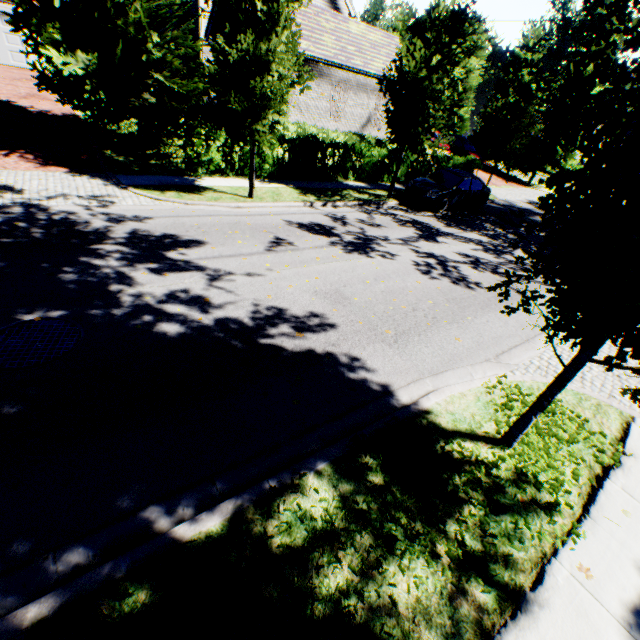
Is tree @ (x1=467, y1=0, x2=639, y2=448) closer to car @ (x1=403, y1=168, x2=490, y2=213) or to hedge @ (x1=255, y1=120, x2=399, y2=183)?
car @ (x1=403, y1=168, x2=490, y2=213)

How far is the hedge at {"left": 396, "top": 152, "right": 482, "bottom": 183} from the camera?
17.9m

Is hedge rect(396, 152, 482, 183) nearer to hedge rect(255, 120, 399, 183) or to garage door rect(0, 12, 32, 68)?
hedge rect(255, 120, 399, 183)

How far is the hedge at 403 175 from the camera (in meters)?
17.94

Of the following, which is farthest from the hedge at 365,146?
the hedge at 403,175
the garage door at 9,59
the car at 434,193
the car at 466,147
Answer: the garage door at 9,59

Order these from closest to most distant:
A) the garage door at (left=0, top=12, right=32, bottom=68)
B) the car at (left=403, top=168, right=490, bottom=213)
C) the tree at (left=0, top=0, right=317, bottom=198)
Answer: the tree at (left=0, top=0, right=317, bottom=198) < the car at (left=403, top=168, right=490, bottom=213) < the garage door at (left=0, top=12, right=32, bottom=68)

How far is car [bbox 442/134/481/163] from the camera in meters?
27.8

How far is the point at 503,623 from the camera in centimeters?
276cm
